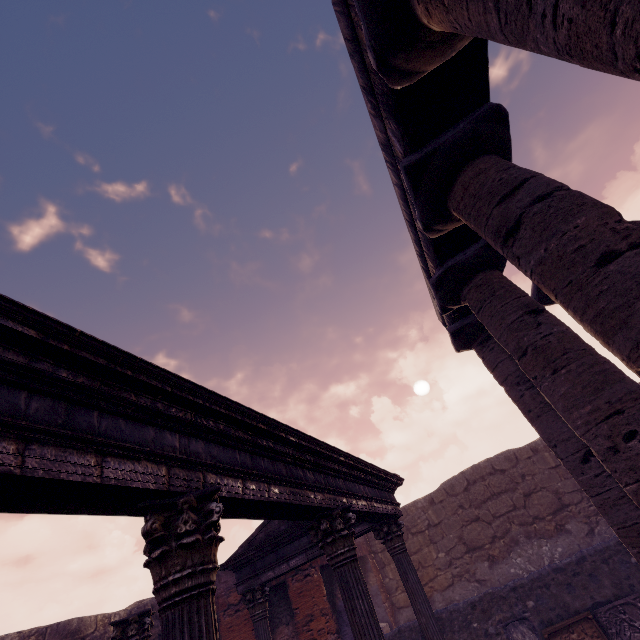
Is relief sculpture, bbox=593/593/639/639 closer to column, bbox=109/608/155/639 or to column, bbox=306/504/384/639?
column, bbox=306/504/384/639

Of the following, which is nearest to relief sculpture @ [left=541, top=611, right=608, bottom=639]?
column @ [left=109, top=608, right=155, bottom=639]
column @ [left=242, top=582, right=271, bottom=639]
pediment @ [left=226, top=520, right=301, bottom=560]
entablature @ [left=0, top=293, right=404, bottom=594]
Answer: entablature @ [left=0, top=293, right=404, bottom=594]

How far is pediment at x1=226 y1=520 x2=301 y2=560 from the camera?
7.7m

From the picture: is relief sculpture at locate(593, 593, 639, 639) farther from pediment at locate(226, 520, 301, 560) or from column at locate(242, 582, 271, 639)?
column at locate(242, 582, 271, 639)

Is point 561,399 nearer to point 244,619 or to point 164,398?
point 164,398

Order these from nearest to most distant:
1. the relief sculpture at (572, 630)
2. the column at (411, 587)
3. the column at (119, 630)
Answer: the column at (119, 630) < the column at (411, 587) < the relief sculpture at (572, 630)

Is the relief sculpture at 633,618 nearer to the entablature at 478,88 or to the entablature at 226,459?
the entablature at 226,459

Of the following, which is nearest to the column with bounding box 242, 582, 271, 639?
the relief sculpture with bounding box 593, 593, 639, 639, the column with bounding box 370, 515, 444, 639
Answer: the column with bounding box 370, 515, 444, 639
